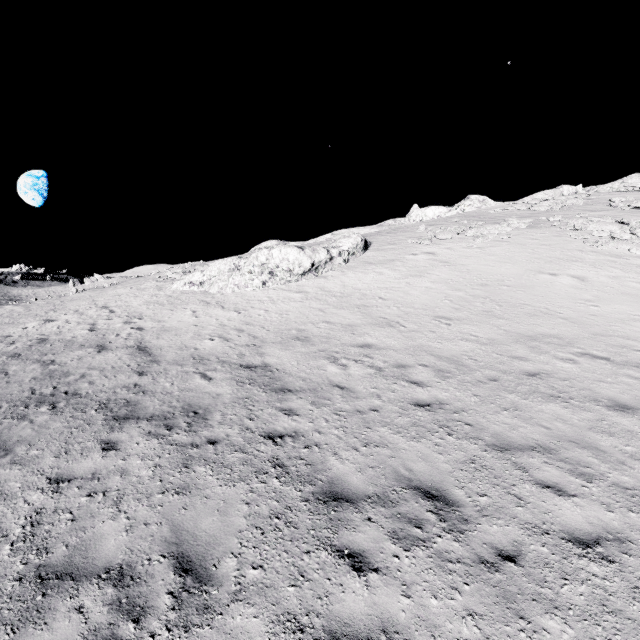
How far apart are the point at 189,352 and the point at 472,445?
10.5m
